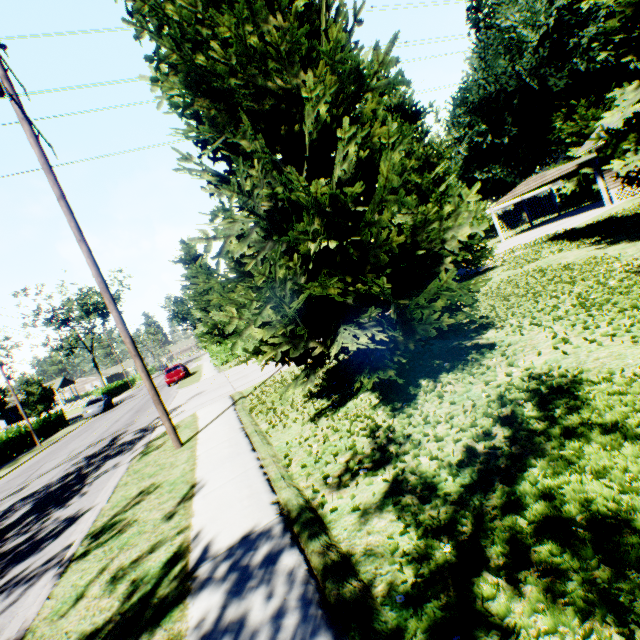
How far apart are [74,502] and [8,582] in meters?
2.8 m

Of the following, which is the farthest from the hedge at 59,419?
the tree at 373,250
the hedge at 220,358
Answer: the hedge at 220,358

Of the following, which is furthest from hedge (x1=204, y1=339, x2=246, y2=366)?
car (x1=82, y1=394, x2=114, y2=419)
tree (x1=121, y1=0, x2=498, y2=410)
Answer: car (x1=82, y1=394, x2=114, y2=419)

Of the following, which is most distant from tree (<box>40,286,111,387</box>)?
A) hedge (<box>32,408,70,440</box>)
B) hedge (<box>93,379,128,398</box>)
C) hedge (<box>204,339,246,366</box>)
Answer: hedge (<box>204,339,246,366</box>)

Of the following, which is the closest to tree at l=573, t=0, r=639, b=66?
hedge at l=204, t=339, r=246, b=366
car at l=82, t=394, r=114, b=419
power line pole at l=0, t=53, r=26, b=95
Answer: hedge at l=204, t=339, r=246, b=366

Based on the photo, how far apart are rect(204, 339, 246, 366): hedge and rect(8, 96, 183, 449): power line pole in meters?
19.6

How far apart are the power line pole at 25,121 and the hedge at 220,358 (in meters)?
19.57

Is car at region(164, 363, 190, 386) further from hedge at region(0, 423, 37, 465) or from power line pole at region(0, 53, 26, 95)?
power line pole at region(0, 53, 26, 95)
